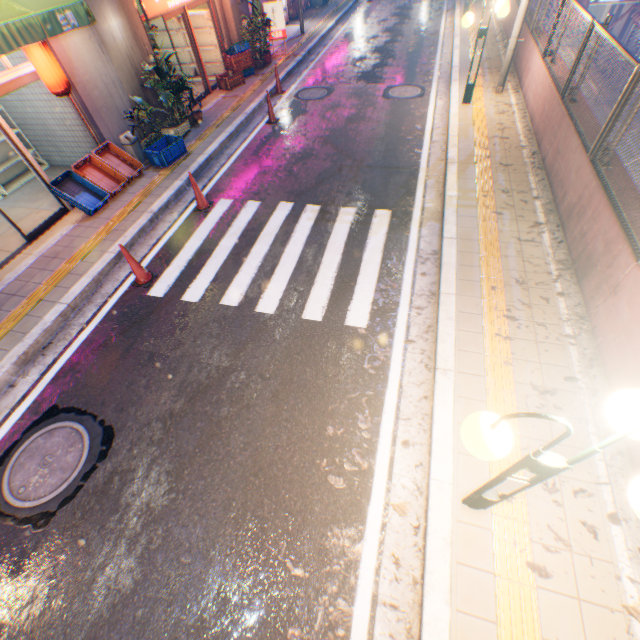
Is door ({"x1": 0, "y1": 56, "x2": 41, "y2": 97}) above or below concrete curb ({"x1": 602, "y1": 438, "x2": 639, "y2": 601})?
above

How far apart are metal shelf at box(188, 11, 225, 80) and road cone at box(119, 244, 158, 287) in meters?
10.9

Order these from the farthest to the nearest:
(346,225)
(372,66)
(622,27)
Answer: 1. (622,27)
2. (372,66)
3. (346,225)

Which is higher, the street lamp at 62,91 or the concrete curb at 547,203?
the street lamp at 62,91

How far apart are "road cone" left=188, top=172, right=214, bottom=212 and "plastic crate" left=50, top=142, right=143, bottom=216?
1.9m

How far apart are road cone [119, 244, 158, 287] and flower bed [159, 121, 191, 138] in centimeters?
559cm

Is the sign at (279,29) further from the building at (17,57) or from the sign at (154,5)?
the sign at (154,5)

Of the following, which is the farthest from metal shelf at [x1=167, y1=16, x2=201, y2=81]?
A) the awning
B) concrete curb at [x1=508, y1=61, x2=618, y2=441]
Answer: concrete curb at [x1=508, y1=61, x2=618, y2=441]
